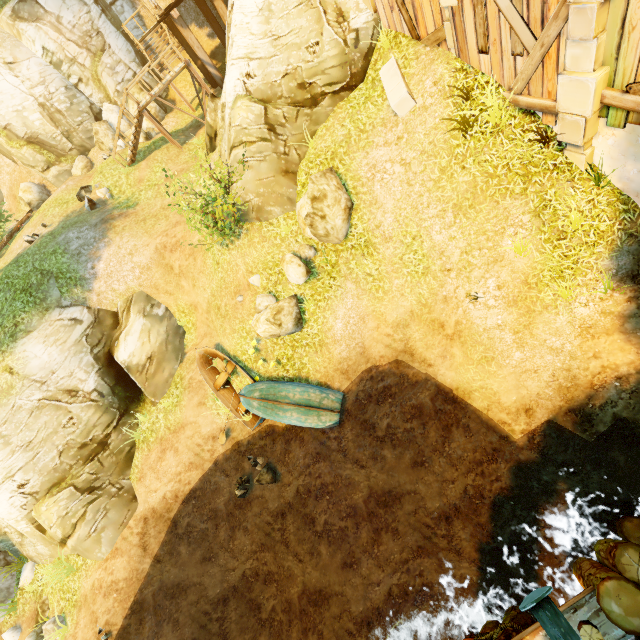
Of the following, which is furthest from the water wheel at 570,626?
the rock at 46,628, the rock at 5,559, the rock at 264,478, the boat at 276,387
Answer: the rock at 5,559

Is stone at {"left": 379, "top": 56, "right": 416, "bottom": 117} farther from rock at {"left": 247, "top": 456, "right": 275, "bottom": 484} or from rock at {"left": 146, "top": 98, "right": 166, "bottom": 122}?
rock at {"left": 146, "top": 98, "right": 166, "bottom": 122}

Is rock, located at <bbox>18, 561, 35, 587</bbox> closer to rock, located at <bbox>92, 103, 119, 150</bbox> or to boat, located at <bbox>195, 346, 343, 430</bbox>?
boat, located at <bbox>195, 346, 343, 430</bbox>

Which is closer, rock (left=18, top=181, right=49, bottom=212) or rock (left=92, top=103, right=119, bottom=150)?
rock (left=92, top=103, right=119, bottom=150)

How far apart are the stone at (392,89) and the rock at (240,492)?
12.5 meters

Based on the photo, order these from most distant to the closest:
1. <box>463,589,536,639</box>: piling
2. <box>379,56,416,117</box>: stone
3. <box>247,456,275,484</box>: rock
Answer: <box>247,456,275,484</box>: rock, <box>379,56,416,117</box>: stone, <box>463,589,536,639</box>: piling

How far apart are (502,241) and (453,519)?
7.6 meters

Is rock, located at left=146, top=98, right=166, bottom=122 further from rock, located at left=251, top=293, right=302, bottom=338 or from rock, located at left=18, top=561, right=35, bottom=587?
rock, located at left=18, top=561, right=35, bottom=587
